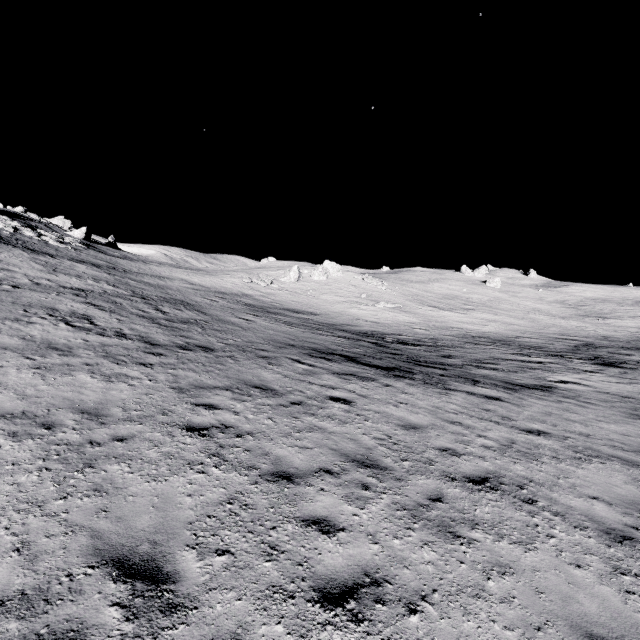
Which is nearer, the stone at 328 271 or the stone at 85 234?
the stone at 328 271

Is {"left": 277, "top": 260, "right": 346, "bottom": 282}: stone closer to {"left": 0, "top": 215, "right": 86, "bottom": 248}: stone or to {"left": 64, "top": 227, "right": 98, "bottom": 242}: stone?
{"left": 0, "top": 215, "right": 86, "bottom": 248}: stone

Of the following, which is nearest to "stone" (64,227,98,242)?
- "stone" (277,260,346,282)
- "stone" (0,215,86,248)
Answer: "stone" (0,215,86,248)

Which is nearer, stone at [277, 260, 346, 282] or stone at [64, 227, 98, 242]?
stone at [277, 260, 346, 282]

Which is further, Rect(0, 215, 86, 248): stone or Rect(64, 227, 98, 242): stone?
Rect(64, 227, 98, 242): stone

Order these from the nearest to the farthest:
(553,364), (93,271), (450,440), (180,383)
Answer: (450,440), (180,383), (553,364), (93,271)

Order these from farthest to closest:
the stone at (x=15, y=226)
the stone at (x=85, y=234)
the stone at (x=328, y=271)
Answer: the stone at (x=85, y=234) < the stone at (x=328, y=271) < the stone at (x=15, y=226)
